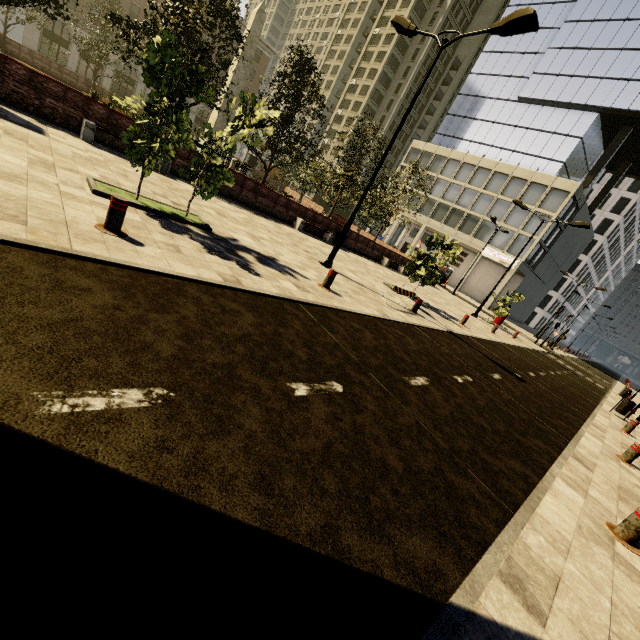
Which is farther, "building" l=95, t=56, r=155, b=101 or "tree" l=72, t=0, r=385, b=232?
"building" l=95, t=56, r=155, b=101

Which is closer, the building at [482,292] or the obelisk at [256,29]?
the obelisk at [256,29]

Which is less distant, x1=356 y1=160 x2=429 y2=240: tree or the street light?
the street light

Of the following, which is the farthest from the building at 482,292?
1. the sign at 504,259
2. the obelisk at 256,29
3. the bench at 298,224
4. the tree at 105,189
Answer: the obelisk at 256,29

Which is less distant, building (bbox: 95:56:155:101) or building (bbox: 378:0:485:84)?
building (bbox: 95:56:155:101)

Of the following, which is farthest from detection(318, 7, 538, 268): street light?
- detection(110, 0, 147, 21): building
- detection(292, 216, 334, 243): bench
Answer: detection(110, 0, 147, 21): building

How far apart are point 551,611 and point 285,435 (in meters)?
2.59

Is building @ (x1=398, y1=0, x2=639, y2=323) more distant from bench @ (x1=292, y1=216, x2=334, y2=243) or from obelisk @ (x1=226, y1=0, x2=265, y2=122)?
obelisk @ (x1=226, y1=0, x2=265, y2=122)
